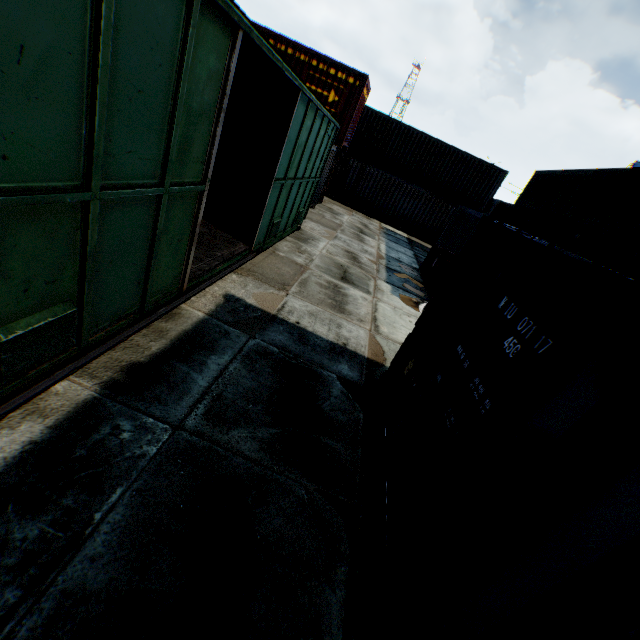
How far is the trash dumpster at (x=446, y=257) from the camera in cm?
1045

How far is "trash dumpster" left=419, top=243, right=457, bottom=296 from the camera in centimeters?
1045cm

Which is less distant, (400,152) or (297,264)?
(297,264)

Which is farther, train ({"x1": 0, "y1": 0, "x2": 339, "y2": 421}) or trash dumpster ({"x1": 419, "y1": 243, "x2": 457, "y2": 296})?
trash dumpster ({"x1": 419, "y1": 243, "x2": 457, "y2": 296})

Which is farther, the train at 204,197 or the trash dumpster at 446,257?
the trash dumpster at 446,257
